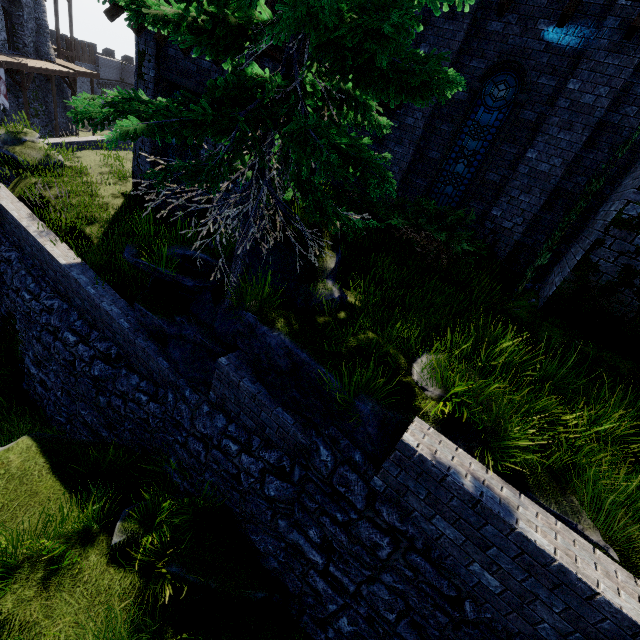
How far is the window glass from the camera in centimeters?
818cm

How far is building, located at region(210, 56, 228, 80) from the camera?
8.7m

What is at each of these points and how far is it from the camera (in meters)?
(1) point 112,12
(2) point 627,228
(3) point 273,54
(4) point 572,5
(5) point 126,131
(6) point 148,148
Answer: (1) building, 10.62
(2) building, 5.43
(3) building, 8.24
(4) building, 6.70
(5) tree, 3.13
(6) building, 11.91

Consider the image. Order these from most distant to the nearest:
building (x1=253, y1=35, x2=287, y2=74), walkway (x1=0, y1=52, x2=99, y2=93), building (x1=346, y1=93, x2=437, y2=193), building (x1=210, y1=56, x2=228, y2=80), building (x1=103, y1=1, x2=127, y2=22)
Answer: walkway (x1=0, y1=52, x2=99, y2=93), building (x1=103, y1=1, x2=127, y2=22), building (x1=346, y1=93, x2=437, y2=193), building (x1=210, y1=56, x2=228, y2=80), building (x1=253, y1=35, x2=287, y2=74)

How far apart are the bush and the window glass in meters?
1.6 m

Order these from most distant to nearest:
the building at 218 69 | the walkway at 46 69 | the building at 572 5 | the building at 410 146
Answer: the walkway at 46 69, the building at 410 146, the building at 218 69, the building at 572 5

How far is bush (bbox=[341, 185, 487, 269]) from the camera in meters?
6.9

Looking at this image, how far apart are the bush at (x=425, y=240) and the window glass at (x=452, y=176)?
1.6m
